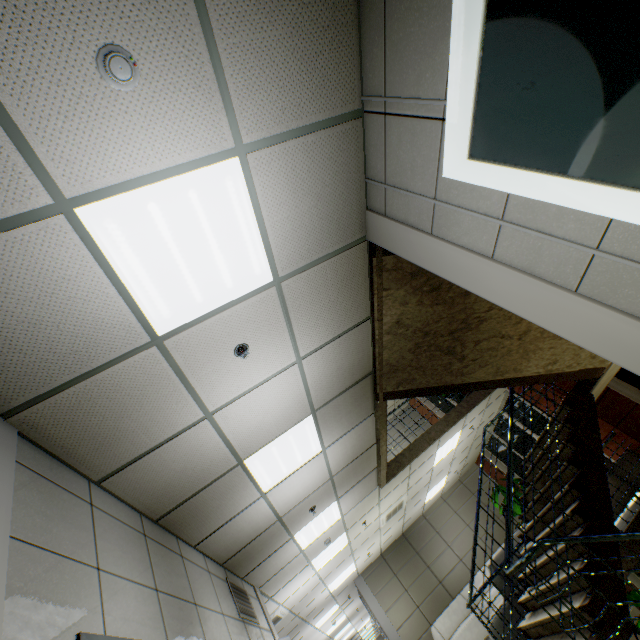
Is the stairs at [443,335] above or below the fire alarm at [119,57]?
below

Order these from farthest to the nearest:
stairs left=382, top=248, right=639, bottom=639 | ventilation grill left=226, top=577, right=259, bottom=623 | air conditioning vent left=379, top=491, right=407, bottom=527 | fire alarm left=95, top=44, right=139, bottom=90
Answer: air conditioning vent left=379, top=491, right=407, bottom=527 < ventilation grill left=226, top=577, right=259, bottom=623 < stairs left=382, top=248, right=639, bottom=639 < fire alarm left=95, top=44, right=139, bottom=90

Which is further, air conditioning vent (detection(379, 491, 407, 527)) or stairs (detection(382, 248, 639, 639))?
air conditioning vent (detection(379, 491, 407, 527))

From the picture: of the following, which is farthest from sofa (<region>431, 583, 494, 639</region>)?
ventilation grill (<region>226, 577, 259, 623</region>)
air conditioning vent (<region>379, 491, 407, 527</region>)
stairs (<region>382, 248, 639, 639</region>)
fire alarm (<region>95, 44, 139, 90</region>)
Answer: fire alarm (<region>95, 44, 139, 90</region>)

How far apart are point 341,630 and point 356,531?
11.6 meters

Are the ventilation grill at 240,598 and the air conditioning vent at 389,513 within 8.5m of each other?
yes

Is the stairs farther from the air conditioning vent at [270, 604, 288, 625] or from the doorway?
the air conditioning vent at [270, 604, 288, 625]

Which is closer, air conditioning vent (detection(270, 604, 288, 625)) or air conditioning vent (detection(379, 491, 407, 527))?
air conditioning vent (detection(270, 604, 288, 625))
